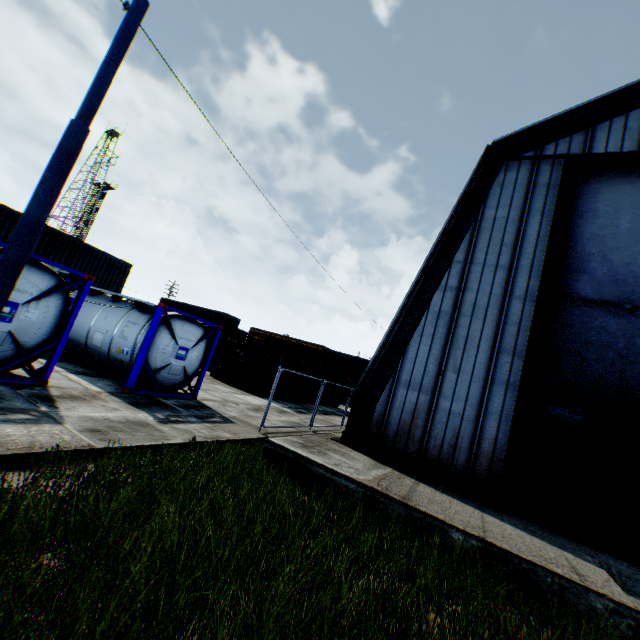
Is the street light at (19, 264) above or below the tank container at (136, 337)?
above

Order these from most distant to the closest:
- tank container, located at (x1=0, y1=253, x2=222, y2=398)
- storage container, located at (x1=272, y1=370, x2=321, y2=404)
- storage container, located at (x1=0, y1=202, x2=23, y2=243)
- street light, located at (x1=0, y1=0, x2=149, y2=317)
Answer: storage container, located at (x1=272, y1=370, x2=321, y2=404) → storage container, located at (x1=0, y1=202, x2=23, y2=243) → tank container, located at (x1=0, y1=253, x2=222, y2=398) → street light, located at (x1=0, y1=0, x2=149, y2=317)

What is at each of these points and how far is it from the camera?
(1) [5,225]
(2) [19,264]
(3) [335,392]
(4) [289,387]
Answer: (1) storage container, 17.5m
(2) street light, 4.9m
(3) storage container, 29.3m
(4) storage container, 22.0m

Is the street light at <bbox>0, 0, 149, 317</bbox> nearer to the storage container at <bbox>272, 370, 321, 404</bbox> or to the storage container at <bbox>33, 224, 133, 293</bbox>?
the storage container at <bbox>272, 370, 321, 404</bbox>

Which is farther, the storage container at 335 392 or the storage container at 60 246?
the storage container at 335 392

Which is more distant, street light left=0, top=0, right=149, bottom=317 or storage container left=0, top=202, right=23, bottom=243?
storage container left=0, top=202, right=23, bottom=243

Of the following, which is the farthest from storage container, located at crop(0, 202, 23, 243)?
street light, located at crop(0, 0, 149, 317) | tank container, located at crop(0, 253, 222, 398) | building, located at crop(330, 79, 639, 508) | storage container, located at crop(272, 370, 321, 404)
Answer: building, located at crop(330, 79, 639, 508)

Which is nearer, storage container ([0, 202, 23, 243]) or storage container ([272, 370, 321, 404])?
storage container ([0, 202, 23, 243])
